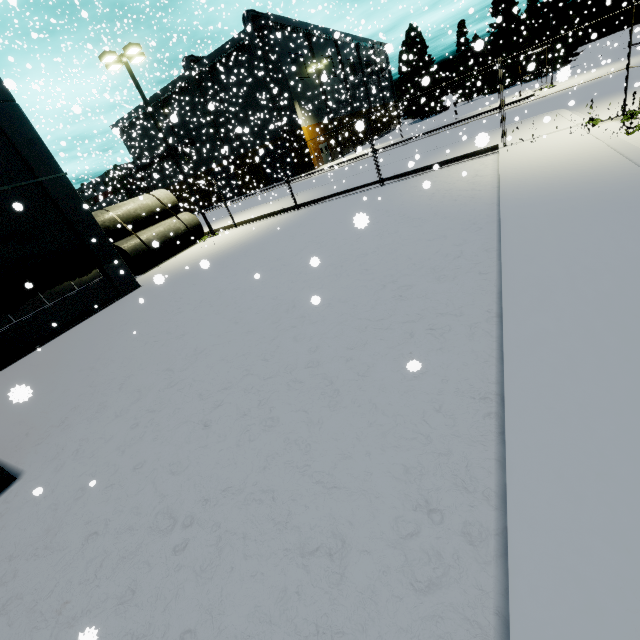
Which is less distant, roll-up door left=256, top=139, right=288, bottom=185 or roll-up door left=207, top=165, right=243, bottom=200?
roll-up door left=256, top=139, right=288, bottom=185

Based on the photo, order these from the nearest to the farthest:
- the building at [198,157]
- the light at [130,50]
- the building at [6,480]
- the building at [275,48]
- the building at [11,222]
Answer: the building at [6,480], the building at [11,222], the light at [130,50], the building at [275,48], the building at [198,157]

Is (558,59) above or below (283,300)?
above

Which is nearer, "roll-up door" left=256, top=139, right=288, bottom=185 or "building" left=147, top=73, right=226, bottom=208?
"roll-up door" left=256, top=139, right=288, bottom=185

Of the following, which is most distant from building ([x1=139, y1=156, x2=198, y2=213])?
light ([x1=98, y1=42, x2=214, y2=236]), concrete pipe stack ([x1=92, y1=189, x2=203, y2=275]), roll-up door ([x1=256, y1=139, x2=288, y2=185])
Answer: light ([x1=98, y1=42, x2=214, y2=236])

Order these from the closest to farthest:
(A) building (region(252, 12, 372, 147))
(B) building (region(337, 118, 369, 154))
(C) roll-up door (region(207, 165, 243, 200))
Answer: (B) building (region(337, 118, 369, 154))
(A) building (region(252, 12, 372, 147))
(C) roll-up door (region(207, 165, 243, 200))

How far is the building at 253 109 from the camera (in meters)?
35.66

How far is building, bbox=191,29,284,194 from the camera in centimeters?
3566cm
